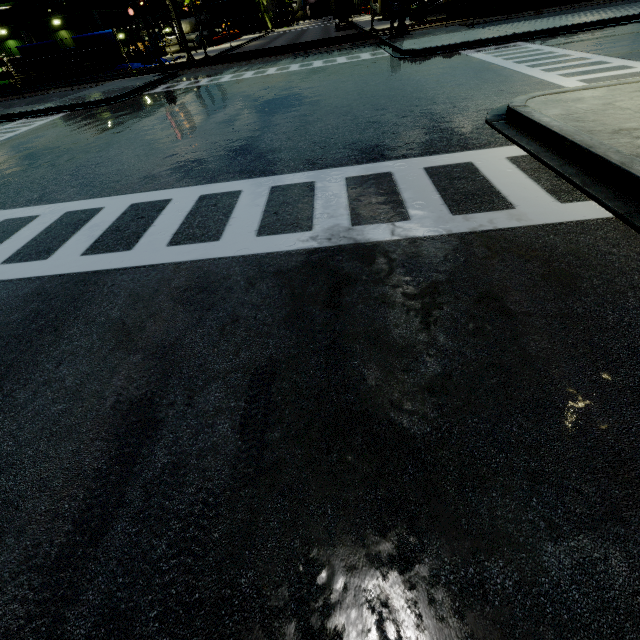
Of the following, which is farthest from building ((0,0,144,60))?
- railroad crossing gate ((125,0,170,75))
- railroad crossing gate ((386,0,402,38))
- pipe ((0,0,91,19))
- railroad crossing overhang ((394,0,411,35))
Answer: railroad crossing gate ((125,0,170,75))

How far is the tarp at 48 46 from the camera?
30.3m

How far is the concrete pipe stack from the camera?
50.75m

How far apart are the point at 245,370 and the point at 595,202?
4.93m

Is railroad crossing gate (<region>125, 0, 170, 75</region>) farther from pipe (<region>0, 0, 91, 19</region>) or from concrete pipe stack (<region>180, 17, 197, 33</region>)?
concrete pipe stack (<region>180, 17, 197, 33</region>)

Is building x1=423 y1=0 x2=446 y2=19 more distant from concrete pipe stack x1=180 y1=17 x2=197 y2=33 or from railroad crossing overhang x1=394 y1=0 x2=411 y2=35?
railroad crossing overhang x1=394 y1=0 x2=411 y2=35

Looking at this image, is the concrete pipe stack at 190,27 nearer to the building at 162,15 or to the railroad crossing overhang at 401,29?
the building at 162,15

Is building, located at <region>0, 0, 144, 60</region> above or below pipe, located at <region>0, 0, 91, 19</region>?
below
